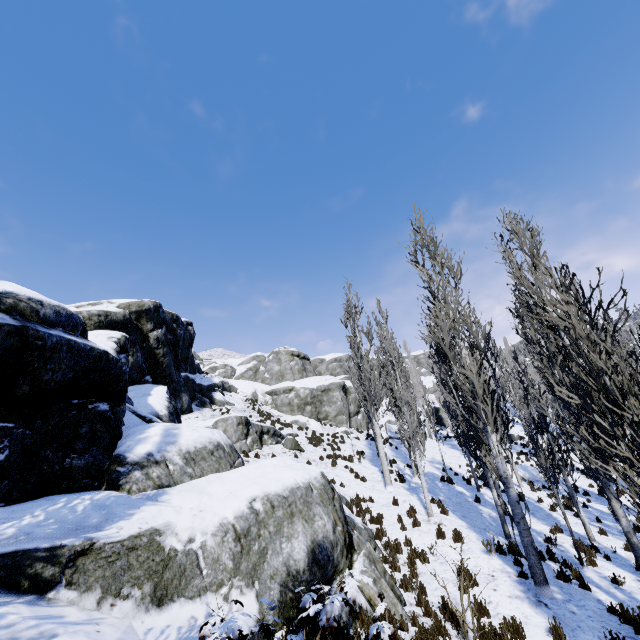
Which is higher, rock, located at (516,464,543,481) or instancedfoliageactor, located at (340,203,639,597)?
instancedfoliageactor, located at (340,203,639,597)

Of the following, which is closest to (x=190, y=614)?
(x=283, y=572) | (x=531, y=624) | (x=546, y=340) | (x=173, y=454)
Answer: (x=283, y=572)

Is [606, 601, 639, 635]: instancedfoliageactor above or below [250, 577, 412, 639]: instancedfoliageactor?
below

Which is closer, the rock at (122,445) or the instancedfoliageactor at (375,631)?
the instancedfoliageactor at (375,631)

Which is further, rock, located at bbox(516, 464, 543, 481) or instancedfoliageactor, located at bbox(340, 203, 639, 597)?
rock, located at bbox(516, 464, 543, 481)
